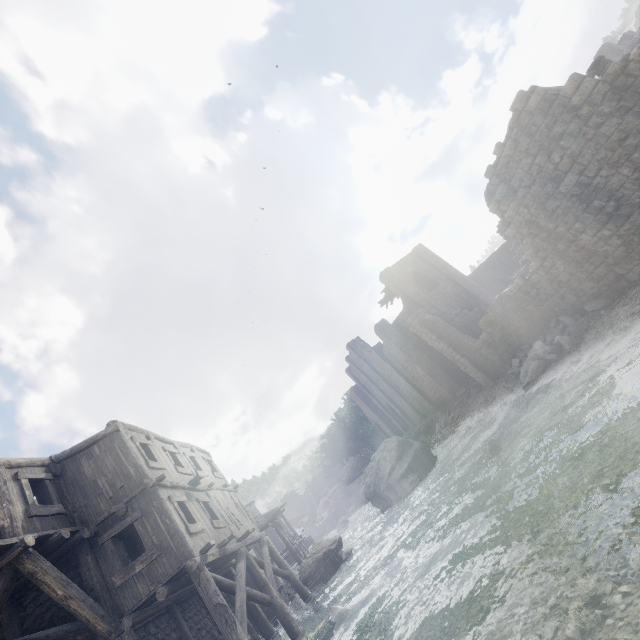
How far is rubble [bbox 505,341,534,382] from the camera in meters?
17.3 m

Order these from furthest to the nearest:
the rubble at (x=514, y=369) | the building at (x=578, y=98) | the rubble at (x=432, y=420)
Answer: the rubble at (x=432, y=420)
the rubble at (x=514, y=369)
the building at (x=578, y=98)

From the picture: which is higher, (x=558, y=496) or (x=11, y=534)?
(x=11, y=534)

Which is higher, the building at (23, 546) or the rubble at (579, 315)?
the building at (23, 546)

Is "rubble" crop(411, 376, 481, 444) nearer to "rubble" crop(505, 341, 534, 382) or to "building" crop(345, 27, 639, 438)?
"building" crop(345, 27, 639, 438)

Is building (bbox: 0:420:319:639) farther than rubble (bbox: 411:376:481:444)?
No

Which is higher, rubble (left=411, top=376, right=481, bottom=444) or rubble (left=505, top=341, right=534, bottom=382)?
rubble (left=411, top=376, right=481, bottom=444)
